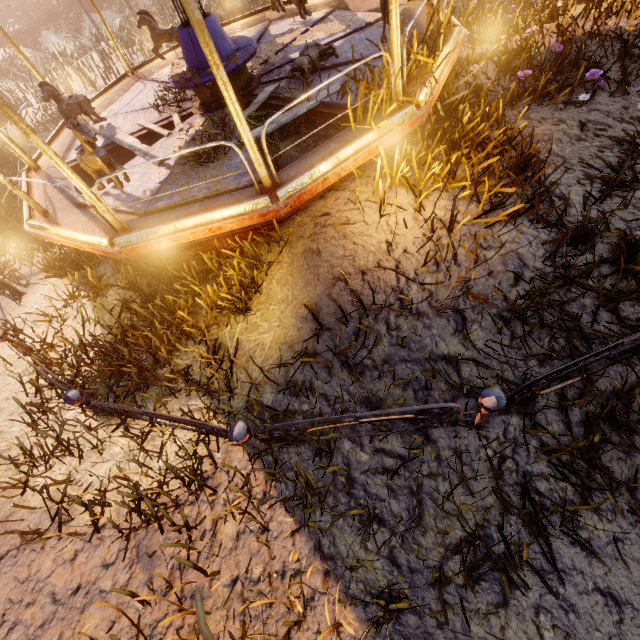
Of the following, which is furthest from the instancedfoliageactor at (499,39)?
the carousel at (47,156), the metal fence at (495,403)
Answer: the metal fence at (495,403)

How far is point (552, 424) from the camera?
2.9m

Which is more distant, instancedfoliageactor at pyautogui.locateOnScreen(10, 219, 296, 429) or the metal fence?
instancedfoliageactor at pyautogui.locateOnScreen(10, 219, 296, 429)

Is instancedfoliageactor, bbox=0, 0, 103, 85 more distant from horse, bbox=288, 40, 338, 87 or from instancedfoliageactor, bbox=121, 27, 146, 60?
instancedfoliageactor, bbox=121, 27, 146, 60

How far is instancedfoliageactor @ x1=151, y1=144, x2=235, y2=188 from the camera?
4.3m

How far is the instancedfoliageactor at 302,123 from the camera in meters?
5.2 m

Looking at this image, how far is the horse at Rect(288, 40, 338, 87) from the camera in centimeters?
490cm

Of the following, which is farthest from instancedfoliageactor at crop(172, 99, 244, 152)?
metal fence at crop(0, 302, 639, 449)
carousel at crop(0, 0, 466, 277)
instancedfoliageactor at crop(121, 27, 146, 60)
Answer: instancedfoliageactor at crop(121, 27, 146, 60)
